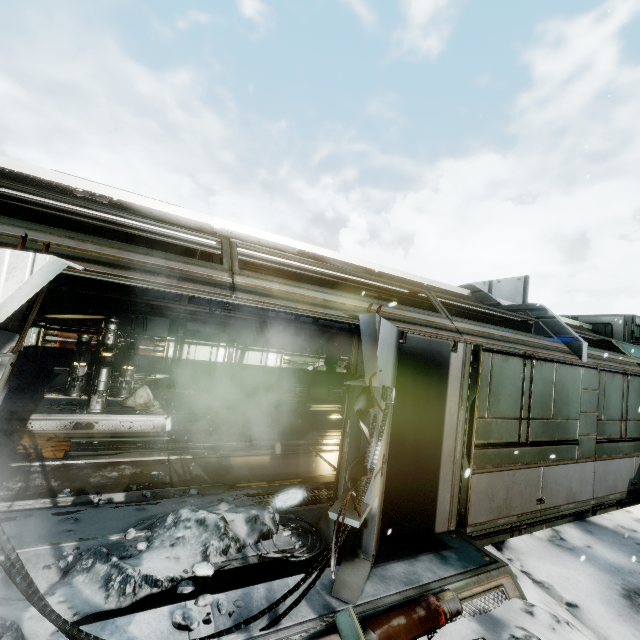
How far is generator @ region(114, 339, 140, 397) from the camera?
8.5m

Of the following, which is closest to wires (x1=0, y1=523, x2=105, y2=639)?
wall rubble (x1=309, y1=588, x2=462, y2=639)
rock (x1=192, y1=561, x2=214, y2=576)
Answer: wall rubble (x1=309, y1=588, x2=462, y2=639)

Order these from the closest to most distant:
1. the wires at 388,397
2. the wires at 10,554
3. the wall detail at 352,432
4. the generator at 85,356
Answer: the wires at 10,554 → the wires at 388,397 → the wall detail at 352,432 → the generator at 85,356

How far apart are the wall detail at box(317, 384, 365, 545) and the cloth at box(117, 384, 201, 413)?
6.2 meters

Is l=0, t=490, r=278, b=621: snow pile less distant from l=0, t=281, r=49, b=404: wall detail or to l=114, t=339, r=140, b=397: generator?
l=0, t=281, r=49, b=404: wall detail

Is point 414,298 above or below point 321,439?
above

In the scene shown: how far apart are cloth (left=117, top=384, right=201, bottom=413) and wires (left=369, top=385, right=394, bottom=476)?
7.32m

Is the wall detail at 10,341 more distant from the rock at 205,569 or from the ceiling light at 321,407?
the ceiling light at 321,407
